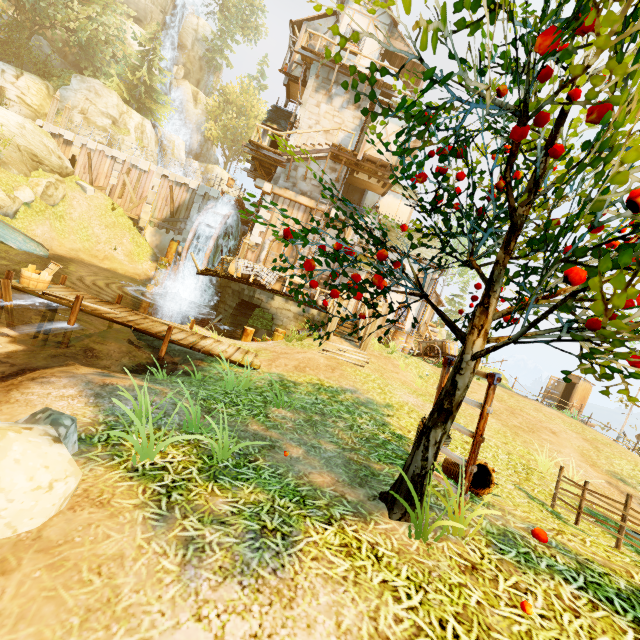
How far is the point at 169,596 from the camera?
2.2m

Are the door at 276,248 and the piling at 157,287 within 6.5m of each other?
yes

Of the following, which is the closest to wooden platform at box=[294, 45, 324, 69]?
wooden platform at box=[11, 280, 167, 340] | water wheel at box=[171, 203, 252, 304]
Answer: water wheel at box=[171, 203, 252, 304]

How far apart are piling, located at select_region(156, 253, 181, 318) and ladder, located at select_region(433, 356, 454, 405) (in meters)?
20.89

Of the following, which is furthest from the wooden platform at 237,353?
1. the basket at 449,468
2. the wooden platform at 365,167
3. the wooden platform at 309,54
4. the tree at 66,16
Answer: the wooden platform at 309,54

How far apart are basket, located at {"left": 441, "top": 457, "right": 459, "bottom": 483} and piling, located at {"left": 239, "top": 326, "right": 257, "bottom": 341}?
9.9m

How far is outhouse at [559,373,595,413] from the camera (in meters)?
23.11

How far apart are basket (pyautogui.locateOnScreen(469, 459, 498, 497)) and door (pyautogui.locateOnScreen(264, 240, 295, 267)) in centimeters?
1523cm
